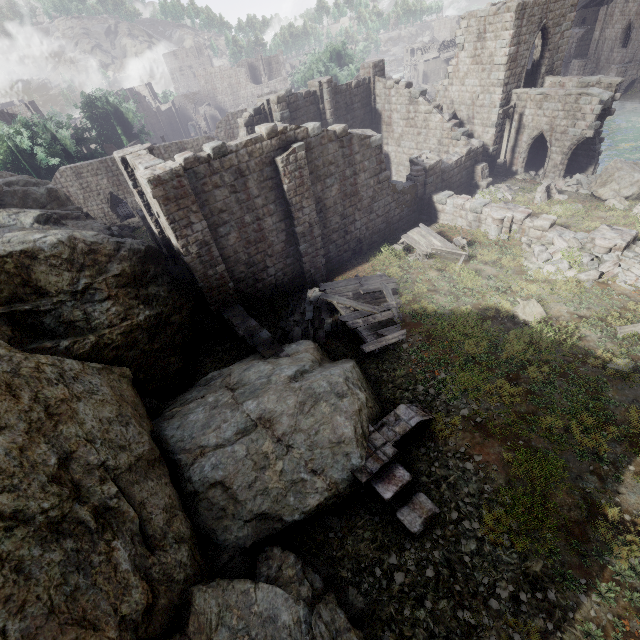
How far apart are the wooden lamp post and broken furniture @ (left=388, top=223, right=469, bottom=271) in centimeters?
1090cm

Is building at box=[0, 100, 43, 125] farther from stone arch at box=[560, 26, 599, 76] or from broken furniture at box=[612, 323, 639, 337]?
stone arch at box=[560, 26, 599, 76]

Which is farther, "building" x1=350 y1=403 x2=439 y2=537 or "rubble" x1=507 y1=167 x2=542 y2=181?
"rubble" x1=507 y1=167 x2=542 y2=181

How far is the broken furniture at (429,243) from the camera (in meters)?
A: 16.30

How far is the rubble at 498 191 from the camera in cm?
2083

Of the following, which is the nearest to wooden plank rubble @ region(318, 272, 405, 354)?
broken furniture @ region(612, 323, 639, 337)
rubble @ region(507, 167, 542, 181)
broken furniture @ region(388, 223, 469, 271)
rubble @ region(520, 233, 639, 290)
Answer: broken furniture @ region(388, 223, 469, 271)

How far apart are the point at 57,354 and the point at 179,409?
3.7 meters

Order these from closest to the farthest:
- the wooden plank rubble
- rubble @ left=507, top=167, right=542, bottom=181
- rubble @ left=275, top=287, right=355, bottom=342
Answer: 1. the wooden plank rubble
2. rubble @ left=275, top=287, right=355, bottom=342
3. rubble @ left=507, top=167, right=542, bottom=181
